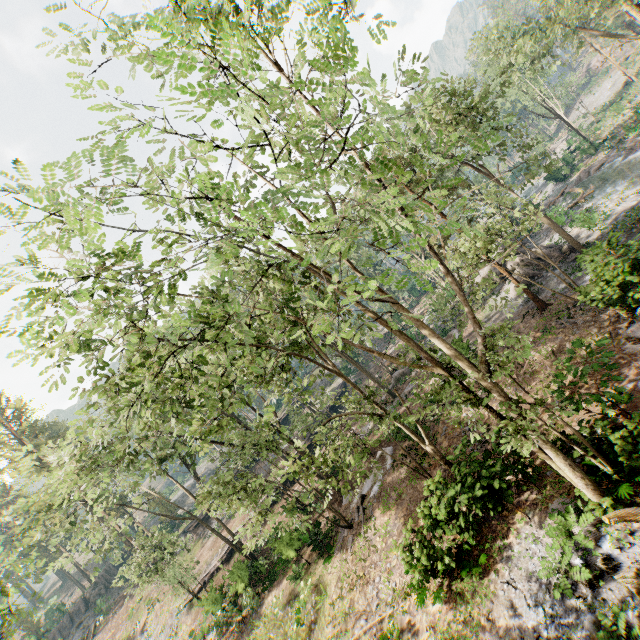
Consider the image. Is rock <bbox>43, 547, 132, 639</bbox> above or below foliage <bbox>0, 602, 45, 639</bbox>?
below

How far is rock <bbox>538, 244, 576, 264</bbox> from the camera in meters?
24.4

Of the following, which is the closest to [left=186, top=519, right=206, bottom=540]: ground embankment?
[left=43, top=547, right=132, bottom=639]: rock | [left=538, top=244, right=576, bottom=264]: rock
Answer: [left=43, top=547, right=132, bottom=639]: rock

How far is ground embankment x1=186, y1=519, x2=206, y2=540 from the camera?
41.7 meters

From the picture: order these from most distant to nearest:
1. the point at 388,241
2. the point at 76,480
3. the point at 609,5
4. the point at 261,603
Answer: the point at 609,5
the point at 388,241
the point at 261,603
the point at 76,480

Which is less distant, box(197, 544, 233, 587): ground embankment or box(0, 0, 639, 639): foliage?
box(0, 0, 639, 639): foliage

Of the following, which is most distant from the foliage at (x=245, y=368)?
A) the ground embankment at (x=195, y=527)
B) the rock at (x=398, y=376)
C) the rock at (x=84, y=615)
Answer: the rock at (x=398, y=376)

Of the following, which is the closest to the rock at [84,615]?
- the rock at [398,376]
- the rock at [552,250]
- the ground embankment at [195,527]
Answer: the ground embankment at [195,527]
